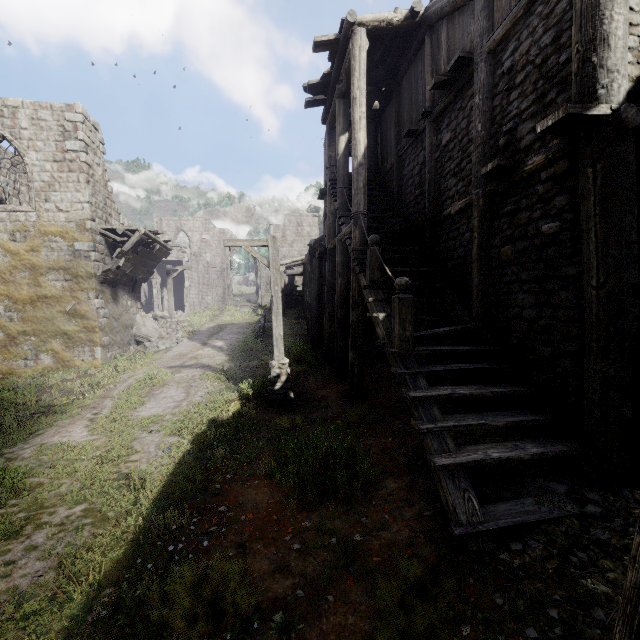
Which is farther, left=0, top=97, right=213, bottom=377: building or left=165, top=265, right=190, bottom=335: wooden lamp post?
left=165, top=265, right=190, bottom=335: wooden lamp post

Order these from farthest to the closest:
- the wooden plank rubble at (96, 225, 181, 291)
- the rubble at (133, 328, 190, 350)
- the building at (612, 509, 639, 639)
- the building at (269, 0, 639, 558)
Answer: the rubble at (133, 328, 190, 350), the wooden plank rubble at (96, 225, 181, 291), the building at (269, 0, 639, 558), the building at (612, 509, 639, 639)

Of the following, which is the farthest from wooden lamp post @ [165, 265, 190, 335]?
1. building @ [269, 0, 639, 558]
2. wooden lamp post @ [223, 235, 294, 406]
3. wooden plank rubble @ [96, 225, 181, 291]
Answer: wooden lamp post @ [223, 235, 294, 406]

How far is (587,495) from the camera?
4.08m

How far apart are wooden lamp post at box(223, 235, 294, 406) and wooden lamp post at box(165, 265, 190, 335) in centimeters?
1315cm

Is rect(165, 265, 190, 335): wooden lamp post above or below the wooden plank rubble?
below

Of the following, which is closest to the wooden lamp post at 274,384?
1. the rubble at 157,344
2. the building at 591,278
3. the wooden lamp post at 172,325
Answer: the building at 591,278

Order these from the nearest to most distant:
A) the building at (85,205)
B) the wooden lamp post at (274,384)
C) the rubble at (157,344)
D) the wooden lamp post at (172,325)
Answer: the wooden lamp post at (274,384) < the building at (85,205) < the rubble at (157,344) < the wooden lamp post at (172,325)
